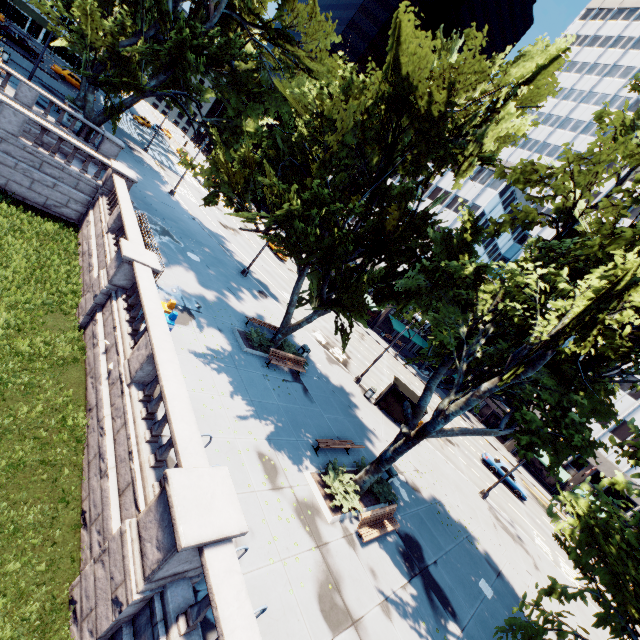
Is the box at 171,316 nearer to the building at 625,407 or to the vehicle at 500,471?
the vehicle at 500,471

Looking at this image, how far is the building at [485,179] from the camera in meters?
49.3

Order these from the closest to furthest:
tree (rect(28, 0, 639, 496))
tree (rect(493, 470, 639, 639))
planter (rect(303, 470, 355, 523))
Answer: tree (rect(493, 470, 639, 639)) < tree (rect(28, 0, 639, 496)) < planter (rect(303, 470, 355, 523))

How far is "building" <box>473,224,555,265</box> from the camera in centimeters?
5638cm

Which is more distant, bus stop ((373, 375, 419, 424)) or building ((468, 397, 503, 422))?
building ((468, 397, 503, 422))

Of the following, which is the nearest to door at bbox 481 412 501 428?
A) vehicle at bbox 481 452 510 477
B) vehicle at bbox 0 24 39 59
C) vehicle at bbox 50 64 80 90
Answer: vehicle at bbox 481 452 510 477

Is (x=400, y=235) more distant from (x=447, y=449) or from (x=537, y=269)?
(x=447, y=449)

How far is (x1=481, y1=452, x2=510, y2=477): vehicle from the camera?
32.84m
